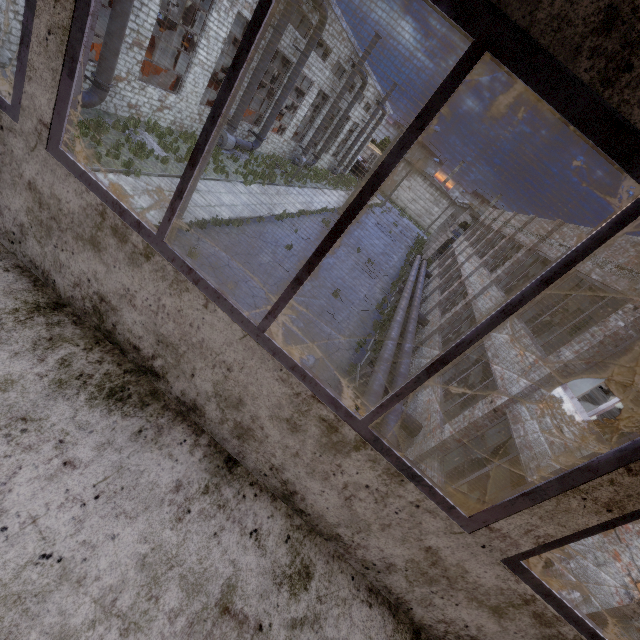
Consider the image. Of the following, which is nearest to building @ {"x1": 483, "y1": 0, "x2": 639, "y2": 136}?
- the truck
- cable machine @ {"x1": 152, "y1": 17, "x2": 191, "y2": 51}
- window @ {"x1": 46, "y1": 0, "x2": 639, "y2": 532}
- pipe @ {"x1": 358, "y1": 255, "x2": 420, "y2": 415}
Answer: window @ {"x1": 46, "y1": 0, "x2": 639, "y2": 532}

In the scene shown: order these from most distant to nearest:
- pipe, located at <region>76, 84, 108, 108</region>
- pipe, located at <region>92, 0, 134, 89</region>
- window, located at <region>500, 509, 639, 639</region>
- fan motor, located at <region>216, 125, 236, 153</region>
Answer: fan motor, located at <region>216, 125, 236, 153</region>
pipe, located at <region>76, 84, 108, 108</region>
pipe, located at <region>92, 0, 134, 89</region>
window, located at <region>500, 509, 639, 639</region>

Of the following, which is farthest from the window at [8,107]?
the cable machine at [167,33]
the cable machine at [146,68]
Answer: the cable machine at [167,33]

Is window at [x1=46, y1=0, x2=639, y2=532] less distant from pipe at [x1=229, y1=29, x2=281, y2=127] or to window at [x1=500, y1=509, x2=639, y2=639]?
window at [x1=500, y1=509, x2=639, y2=639]

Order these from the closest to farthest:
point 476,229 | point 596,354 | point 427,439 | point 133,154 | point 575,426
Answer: point 575,426
point 596,354
point 427,439
point 133,154
point 476,229

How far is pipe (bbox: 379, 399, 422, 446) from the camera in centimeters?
923cm

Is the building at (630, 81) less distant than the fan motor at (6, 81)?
Yes

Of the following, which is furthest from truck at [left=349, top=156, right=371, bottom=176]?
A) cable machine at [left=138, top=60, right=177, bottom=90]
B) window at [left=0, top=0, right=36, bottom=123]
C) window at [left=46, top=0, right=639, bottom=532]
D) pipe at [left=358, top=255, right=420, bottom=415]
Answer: window at [left=46, top=0, right=639, bottom=532]
